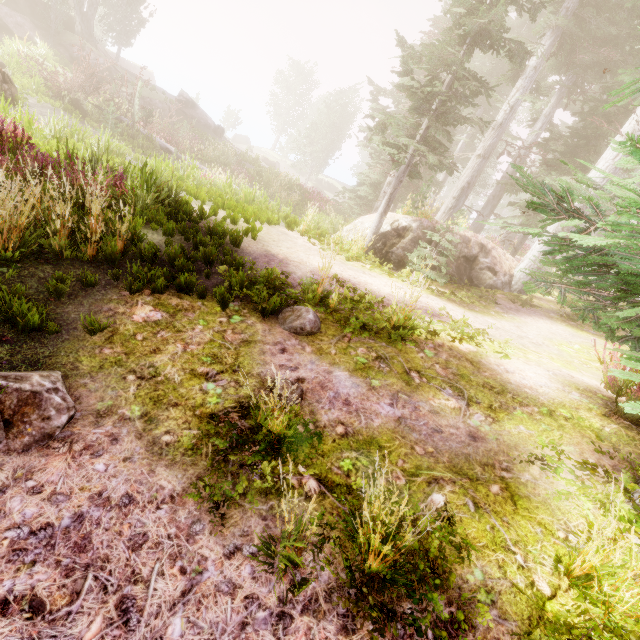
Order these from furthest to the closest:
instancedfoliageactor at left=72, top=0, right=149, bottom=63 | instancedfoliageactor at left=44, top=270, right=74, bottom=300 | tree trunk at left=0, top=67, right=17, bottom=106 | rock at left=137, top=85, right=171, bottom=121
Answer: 1. rock at left=137, top=85, right=171, bottom=121
2. instancedfoliageactor at left=72, top=0, right=149, bottom=63
3. tree trunk at left=0, top=67, right=17, bottom=106
4. instancedfoliageactor at left=44, top=270, right=74, bottom=300

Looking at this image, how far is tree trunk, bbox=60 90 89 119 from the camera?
16.1m

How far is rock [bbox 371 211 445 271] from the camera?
11.4m

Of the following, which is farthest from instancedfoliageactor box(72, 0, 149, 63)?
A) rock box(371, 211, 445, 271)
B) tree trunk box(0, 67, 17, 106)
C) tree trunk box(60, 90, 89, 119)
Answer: tree trunk box(60, 90, 89, 119)

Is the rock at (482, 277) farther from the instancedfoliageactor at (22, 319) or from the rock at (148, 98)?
the rock at (148, 98)

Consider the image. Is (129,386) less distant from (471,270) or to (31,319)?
(31,319)

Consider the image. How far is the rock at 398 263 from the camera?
→ 11.4m

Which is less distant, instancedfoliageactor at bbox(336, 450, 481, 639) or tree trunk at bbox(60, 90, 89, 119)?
instancedfoliageactor at bbox(336, 450, 481, 639)
